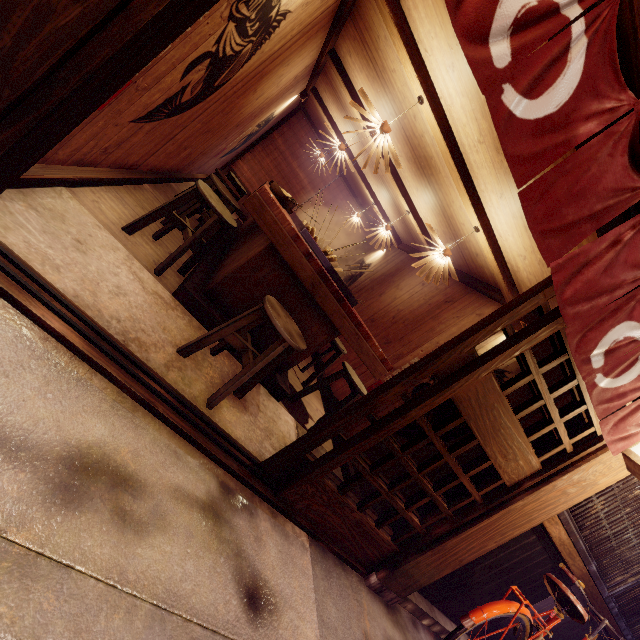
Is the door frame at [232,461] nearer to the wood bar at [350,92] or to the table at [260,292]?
the table at [260,292]

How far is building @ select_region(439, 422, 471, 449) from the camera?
5.85m

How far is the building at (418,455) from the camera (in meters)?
5.93

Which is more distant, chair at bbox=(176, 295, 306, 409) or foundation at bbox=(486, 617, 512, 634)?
foundation at bbox=(486, 617, 512, 634)

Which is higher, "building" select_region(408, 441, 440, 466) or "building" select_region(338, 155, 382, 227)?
"building" select_region(338, 155, 382, 227)

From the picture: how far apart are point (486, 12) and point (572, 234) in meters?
1.8 m

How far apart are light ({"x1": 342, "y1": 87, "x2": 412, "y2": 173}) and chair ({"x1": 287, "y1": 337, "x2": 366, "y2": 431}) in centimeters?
384cm

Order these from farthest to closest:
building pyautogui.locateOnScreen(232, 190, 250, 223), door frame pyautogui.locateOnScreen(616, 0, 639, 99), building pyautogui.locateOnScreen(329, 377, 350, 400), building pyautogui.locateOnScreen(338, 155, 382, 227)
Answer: building pyautogui.locateOnScreen(232, 190, 250, 223) → building pyautogui.locateOnScreen(338, 155, 382, 227) → building pyautogui.locateOnScreen(329, 377, 350, 400) → door frame pyautogui.locateOnScreen(616, 0, 639, 99)
